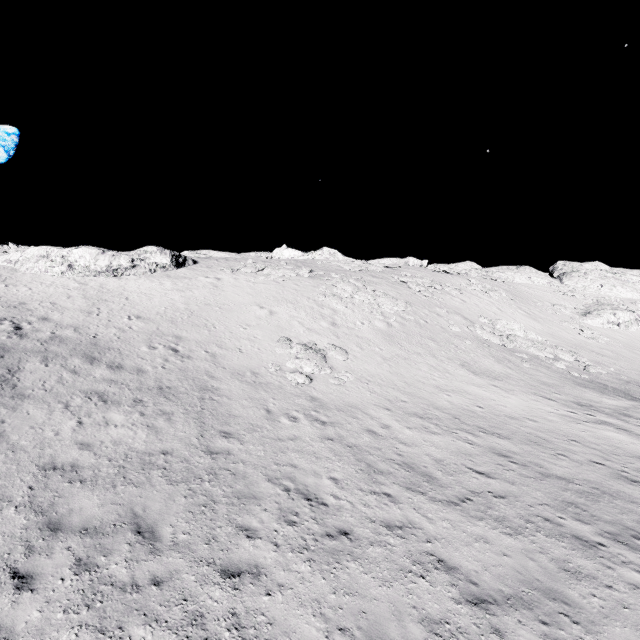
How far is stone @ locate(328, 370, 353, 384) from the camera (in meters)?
16.59

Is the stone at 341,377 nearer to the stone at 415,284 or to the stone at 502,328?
the stone at 502,328

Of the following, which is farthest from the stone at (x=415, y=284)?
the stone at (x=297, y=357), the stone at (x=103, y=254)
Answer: the stone at (x=103, y=254)

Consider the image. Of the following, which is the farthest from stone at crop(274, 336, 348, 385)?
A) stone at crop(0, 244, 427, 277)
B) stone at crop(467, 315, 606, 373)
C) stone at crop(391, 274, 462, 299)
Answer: stone at crop(391, 274, 462, 299)

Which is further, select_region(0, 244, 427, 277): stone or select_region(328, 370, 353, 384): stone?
select_region(0, 244, 427, 277): stone

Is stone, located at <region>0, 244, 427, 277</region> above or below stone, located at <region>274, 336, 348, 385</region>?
above

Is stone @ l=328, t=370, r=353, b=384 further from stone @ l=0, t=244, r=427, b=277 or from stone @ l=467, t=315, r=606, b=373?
stone @ l=0, t=244, r=427, b=277

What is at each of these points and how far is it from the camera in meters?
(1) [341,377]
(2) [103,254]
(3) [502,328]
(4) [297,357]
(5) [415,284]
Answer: (1) stone, 17.0 m
(2) stone, 27.0 m
(3) stone, 29.5 m
(4) stone, 17.7 m
(5) stone, 35.2 m
